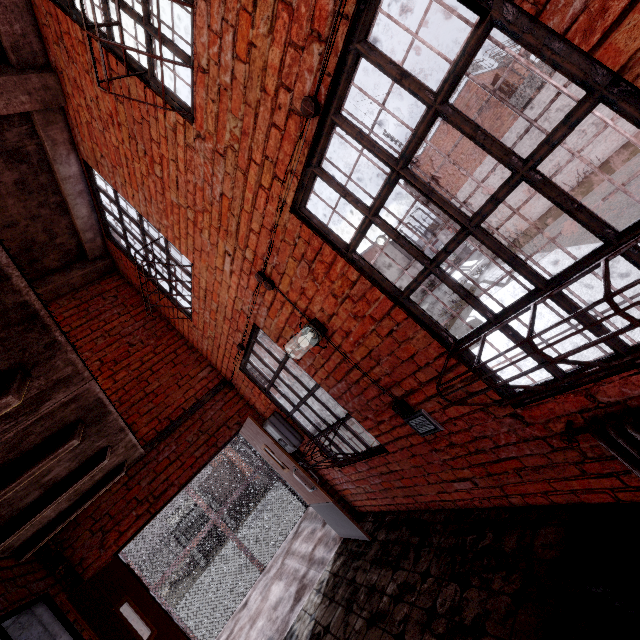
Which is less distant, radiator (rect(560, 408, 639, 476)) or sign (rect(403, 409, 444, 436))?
radiator (rect(560, 408, 639, 476))

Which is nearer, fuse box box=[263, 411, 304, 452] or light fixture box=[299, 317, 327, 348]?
light fixture box=[299, 317, 327, 348]

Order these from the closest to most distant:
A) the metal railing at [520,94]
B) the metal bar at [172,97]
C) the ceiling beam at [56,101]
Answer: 1. the metal bar at [172,97]
2. the ceiling beam at [56,101]
3. the metal railing at [520,94]

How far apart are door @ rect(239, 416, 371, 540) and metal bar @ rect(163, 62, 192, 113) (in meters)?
3.34

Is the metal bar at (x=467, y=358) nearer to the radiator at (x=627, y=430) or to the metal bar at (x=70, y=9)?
the radiator at (x=627, y=430)

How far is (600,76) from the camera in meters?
1.1 m

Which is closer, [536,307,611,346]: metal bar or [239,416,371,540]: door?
[536,307,611,346]: metal bar

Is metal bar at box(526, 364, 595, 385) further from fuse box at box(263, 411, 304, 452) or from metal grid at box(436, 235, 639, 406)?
fuse box at box(263, 411, 304, 452)
